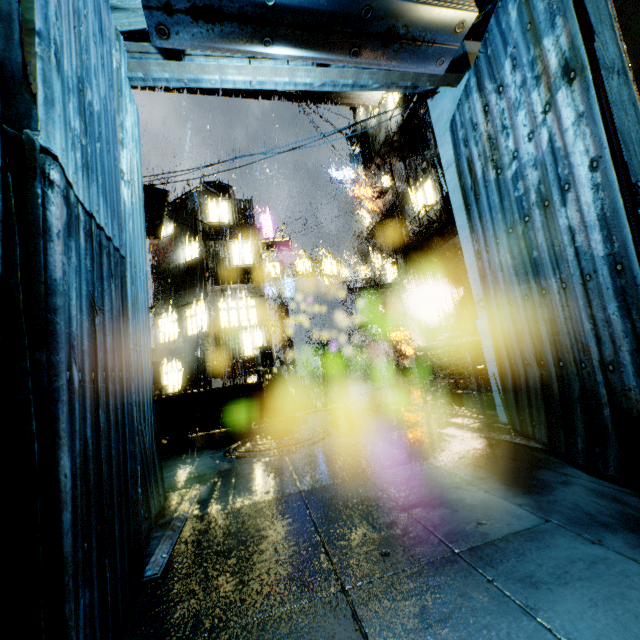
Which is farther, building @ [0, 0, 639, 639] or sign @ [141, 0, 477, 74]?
sign @ [141, 0, 477, 74]

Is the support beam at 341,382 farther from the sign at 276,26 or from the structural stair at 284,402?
the sign at 276,26

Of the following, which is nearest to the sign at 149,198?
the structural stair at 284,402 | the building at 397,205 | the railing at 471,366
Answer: the building at 397,205

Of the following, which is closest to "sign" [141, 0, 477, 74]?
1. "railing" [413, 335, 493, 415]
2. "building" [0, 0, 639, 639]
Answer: "building" [0, 0, 639, 639]

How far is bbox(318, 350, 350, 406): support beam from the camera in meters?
15.2 m

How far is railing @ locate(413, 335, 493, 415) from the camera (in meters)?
6.51

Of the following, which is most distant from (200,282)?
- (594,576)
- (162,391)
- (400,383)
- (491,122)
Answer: Result: (594,576)

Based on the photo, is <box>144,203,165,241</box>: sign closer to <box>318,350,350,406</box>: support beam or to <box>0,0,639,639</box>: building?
<box>0,0,639,639</box>: building
